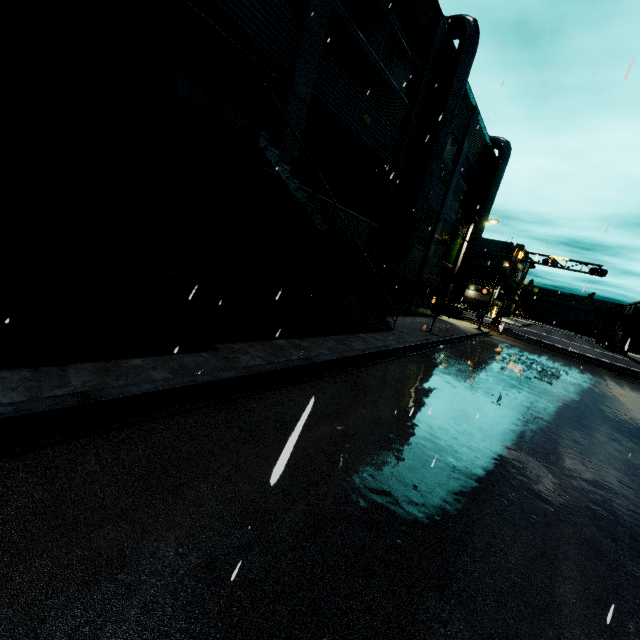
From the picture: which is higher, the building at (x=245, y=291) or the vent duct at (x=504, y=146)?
the vent duct at (x=504, y=146)

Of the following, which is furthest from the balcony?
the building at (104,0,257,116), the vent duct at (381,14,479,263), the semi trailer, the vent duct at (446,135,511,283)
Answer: the semi trailer

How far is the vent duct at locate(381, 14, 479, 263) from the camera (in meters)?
15.94

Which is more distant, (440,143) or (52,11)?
(440,143)

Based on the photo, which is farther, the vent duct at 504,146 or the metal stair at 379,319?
the vent duct at 504,146

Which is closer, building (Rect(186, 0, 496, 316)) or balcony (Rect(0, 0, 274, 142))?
balcony (Rect(0, 0, 274, 142))

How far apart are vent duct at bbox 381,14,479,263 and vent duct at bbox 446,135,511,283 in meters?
12.3

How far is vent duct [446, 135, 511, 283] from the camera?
26.9m
